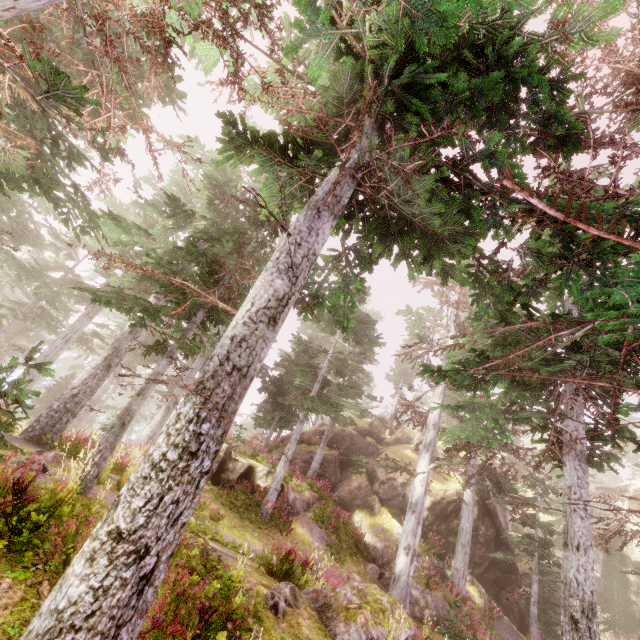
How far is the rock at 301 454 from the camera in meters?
22.7 m

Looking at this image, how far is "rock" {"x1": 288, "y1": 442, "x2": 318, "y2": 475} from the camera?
22.73m

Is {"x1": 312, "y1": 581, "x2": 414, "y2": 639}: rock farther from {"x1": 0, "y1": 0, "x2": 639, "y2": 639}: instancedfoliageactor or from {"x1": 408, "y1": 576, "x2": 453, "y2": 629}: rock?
{"x1": 408, "y1": 576, "x2": 453, "y2": 629}: rock

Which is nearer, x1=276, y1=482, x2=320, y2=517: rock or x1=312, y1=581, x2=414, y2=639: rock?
x1=312, y1=581, x2=414, y2=639: rock

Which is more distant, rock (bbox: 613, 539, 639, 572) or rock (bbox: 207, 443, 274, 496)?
rock (bbox: 613, 539, 639, 572)

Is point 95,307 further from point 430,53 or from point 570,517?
point 570,517

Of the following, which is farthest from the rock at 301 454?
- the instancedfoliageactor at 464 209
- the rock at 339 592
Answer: the rock at 339 592
